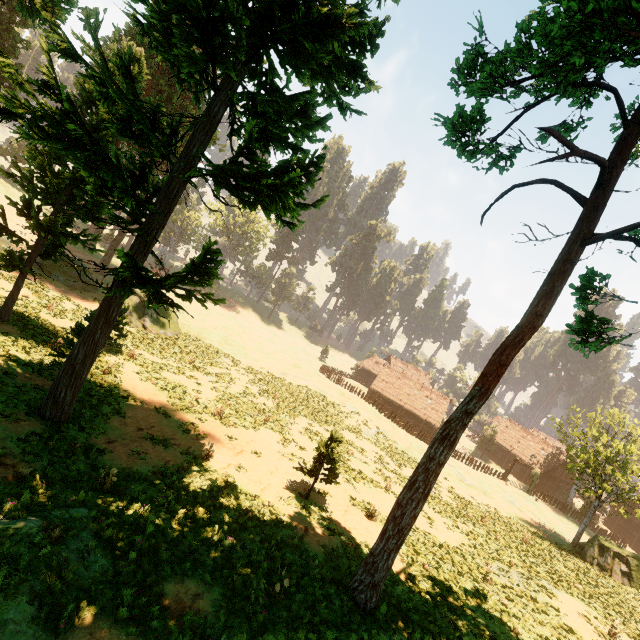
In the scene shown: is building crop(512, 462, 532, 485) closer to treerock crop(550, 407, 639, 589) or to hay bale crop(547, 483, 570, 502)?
treerock crop(550, 407, 639, 589)

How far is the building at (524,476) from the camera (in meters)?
52.71

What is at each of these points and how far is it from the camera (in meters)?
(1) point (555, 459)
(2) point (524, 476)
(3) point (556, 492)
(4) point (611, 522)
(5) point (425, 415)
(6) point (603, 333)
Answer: (1) building, 52.41
(2) building, 53.41
(3) hay bale, 49.06
(4) building, 52.31
(5) building, 52.12
(6) treerock, 9.68

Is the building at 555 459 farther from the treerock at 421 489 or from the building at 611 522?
the building at 611 522

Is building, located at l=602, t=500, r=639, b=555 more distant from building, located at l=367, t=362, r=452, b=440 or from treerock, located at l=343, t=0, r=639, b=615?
building, located at l=367, t=362, r=452, b=440

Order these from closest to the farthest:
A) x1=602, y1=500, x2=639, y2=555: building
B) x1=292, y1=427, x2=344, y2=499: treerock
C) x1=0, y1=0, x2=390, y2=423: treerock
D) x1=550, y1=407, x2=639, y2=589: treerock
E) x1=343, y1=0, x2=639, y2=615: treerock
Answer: x1=343, y1=0, x2=639, y2=615: treerock
x1=0, y1=0, x2=390, y2=423: treerock
x1=292, y1=427, x2=344, y2=499: treerock
x1=550, y1=407, x2=639, y2=589: treerock
x1=602, y1=500, x2=639, y2=555: building

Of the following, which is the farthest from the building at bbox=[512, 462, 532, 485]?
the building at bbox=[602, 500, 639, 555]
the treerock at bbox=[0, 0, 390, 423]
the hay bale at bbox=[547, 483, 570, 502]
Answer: the building at bbox=[602, 500, 639, 555]
